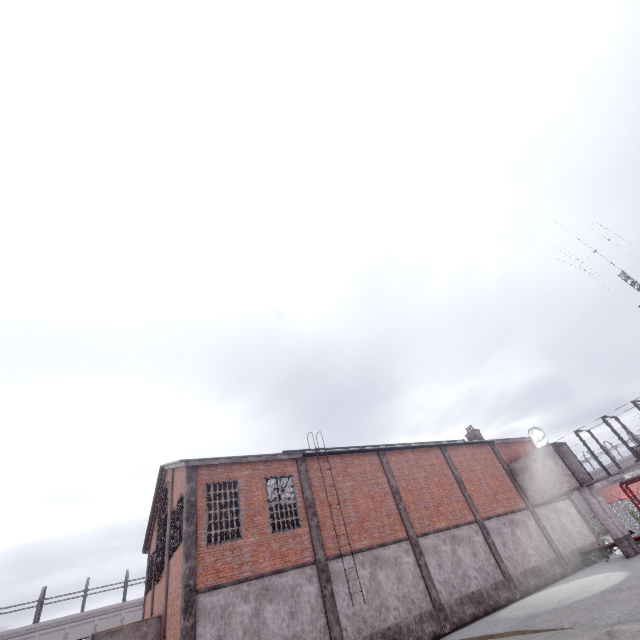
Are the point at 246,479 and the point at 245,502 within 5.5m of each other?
yes

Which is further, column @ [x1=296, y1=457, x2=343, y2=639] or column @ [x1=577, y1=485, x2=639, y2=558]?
column @ [x1=577, y1=485, x2=639, y2=558]

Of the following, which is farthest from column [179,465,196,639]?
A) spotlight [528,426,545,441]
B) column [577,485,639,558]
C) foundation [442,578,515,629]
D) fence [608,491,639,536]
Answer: fence [608,491,639,536]

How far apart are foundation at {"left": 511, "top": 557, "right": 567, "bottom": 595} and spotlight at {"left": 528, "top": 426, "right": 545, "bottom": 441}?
7.28m

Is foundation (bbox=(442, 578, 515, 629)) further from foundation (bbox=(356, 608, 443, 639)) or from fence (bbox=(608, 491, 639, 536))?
fence (bbox=(608, 491, 639, 536))

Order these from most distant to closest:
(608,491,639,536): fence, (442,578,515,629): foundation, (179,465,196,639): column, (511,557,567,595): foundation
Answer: (608,491,639,536): fence
(511,557,567,595): foundation
(442,578,515,629): foundation
(179,465,196,639): column

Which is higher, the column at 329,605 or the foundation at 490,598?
the column at 329,605

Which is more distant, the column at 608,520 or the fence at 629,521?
the fence at 629,521
